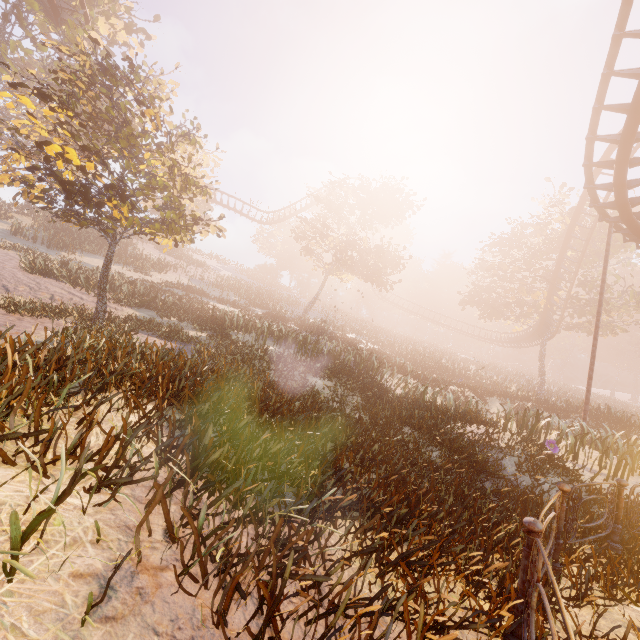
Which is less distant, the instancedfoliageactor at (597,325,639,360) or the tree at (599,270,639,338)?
the tree at (599,270,639,338)

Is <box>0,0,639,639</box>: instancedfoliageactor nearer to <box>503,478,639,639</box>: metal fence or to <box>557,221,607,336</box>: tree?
<box>503,478,639,639</box>: metal fence

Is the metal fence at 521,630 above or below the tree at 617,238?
below

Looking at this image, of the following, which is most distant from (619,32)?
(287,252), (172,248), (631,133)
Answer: (287,252)

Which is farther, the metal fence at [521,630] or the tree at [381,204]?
the tree at [381,204]

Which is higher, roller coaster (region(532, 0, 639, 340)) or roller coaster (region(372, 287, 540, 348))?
roller coaster (region(532, 0, 639, 340))

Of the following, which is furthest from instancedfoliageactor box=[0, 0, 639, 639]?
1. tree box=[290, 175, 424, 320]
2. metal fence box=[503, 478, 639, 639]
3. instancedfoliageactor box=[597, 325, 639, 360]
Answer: instancedfoliageactor box=[597, 325, 639, 360]

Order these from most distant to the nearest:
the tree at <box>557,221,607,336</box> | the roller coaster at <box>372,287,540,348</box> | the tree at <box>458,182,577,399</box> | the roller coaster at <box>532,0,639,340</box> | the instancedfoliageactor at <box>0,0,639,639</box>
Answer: the roller coaster at <box>372,287,540,348</box>
the tree at <box>458,182,577,399</box>
the tree at <box>557,221,607,336</box>
the roller coaster at <box>532,0,639,340</box>
the instancedfoliageactor at <box>0,0,639,639</box>
